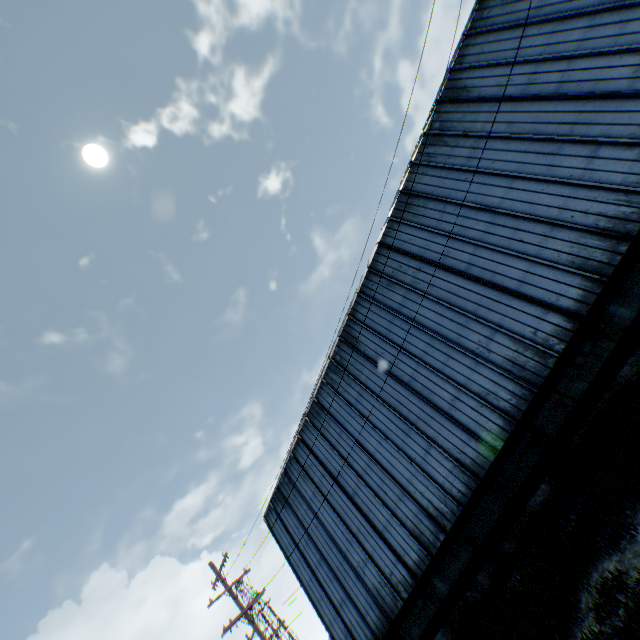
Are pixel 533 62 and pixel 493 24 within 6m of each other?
yes
